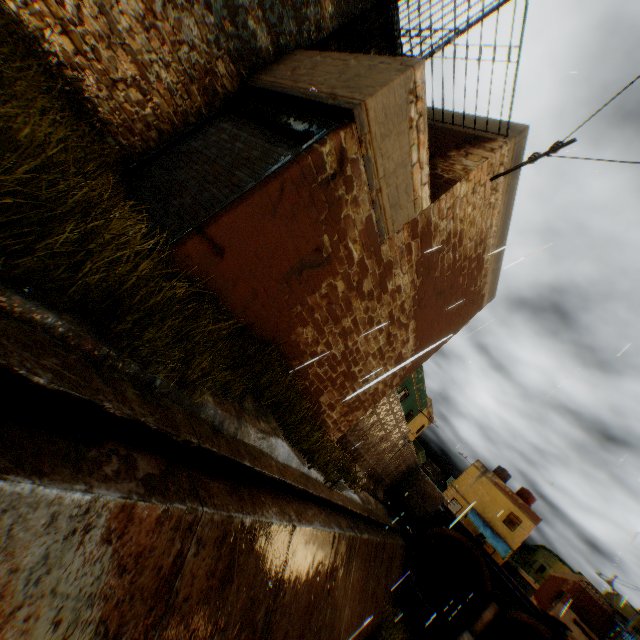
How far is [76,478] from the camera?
1.89m

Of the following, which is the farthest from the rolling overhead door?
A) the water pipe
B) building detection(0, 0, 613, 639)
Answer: the water pipe

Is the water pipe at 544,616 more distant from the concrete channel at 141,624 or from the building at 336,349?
the building at 336,349

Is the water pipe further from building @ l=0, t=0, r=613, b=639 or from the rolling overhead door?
the rolling overhead door

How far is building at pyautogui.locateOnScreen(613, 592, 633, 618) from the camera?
35.25m

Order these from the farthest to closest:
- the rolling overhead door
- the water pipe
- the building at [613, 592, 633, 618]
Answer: the building at [613, 592, 633, 618] → the water pipe → the rolling overhead door

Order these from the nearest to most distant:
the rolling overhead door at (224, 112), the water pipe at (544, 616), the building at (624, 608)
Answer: the rolling overhead door at (224, 112) < the water pipe at (544, 616) < the building at (624, 608)

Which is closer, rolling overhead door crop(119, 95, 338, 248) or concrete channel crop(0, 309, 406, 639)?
concrete channel crop(0, 309, 406, 639)
